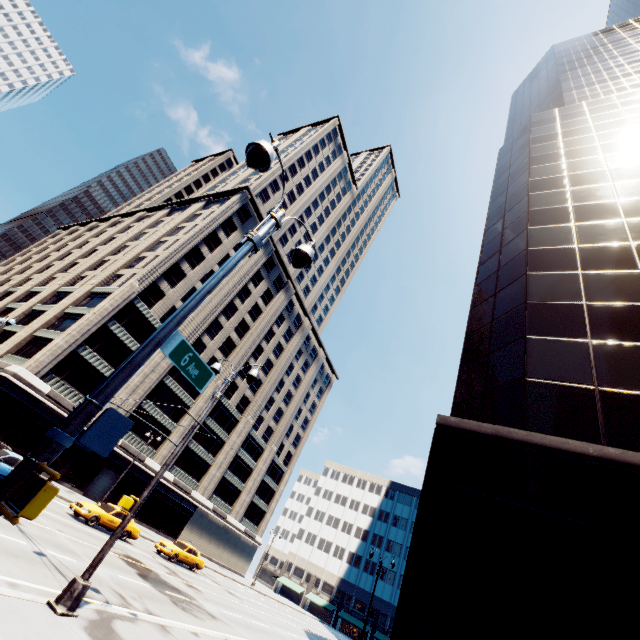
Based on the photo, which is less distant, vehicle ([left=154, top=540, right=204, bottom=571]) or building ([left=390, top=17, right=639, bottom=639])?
building ([left=390, top=17, right=639, bottom=639])

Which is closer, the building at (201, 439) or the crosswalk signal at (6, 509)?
the crosswalk signal at (6, 509)

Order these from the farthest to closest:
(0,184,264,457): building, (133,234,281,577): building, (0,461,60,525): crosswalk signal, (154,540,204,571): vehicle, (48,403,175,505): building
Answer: (133,234,281,577): building
(48,403,175,505): building
(0,184,264,457): building
(154,540,204,571): vehicle
(0,461,60,525): crosswalk signal

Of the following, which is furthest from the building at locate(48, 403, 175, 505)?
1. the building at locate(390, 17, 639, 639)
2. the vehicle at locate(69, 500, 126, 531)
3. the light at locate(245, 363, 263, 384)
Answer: the building at locate(390, 17, 639, 639)

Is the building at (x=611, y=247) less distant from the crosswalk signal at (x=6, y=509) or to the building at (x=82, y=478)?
the crosswalk signal at (x=6, y=509)

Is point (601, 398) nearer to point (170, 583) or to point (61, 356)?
point (170, 583)

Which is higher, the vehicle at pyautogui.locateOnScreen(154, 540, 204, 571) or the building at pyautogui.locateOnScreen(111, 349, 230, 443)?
the building at pyautogui.locateOnScreen(111, 349, 230, 443)

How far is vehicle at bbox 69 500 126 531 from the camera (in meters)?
Answer: 20.17
